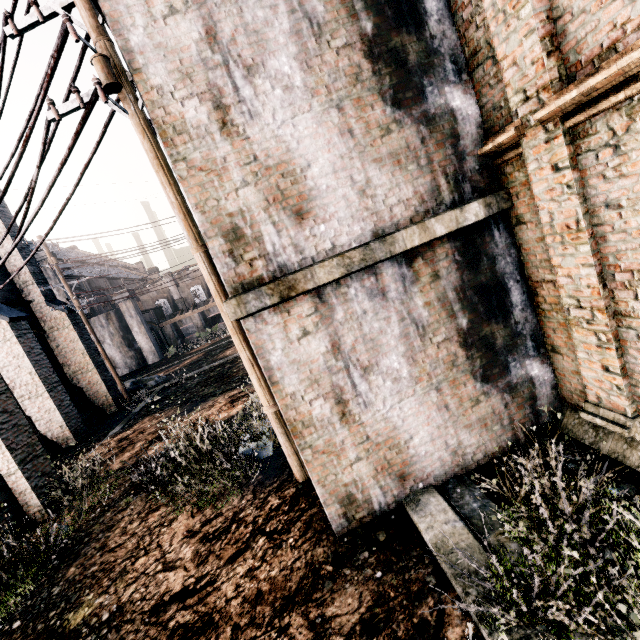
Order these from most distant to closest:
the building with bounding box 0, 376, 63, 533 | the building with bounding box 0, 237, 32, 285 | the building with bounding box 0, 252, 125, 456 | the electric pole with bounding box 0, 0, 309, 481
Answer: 1. the building with bounding box 0, 237, 32, 285
2. the building with bounding box 0, 252, 125, 456
3. the building with bounding box 0, 376, 63, 533
4. the electric pole with bounding box 0, 0, 309, 481

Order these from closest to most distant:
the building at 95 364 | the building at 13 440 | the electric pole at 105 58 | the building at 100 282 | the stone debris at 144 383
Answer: the electric pole at 105 58 → the building at 13 440 → the building at 95 364 → the stone debris at 144 383 → the building at 100 282

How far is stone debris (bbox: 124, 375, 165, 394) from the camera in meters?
26.0

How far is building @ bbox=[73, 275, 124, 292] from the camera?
45.1m

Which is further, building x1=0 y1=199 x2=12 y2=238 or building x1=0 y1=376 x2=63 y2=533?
building x1=0 y1=199 x2=12 y2=238

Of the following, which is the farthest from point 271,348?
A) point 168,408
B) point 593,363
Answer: Result: point 168,408

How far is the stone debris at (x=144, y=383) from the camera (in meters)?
26.03
